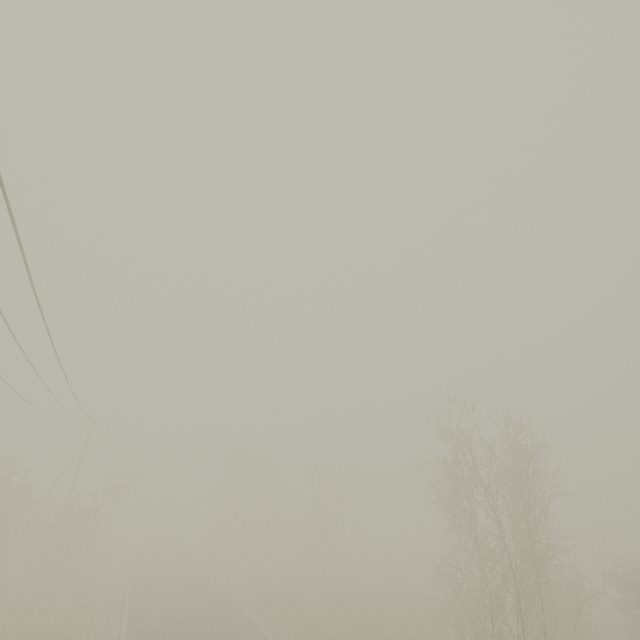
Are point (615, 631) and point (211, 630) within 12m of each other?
no
